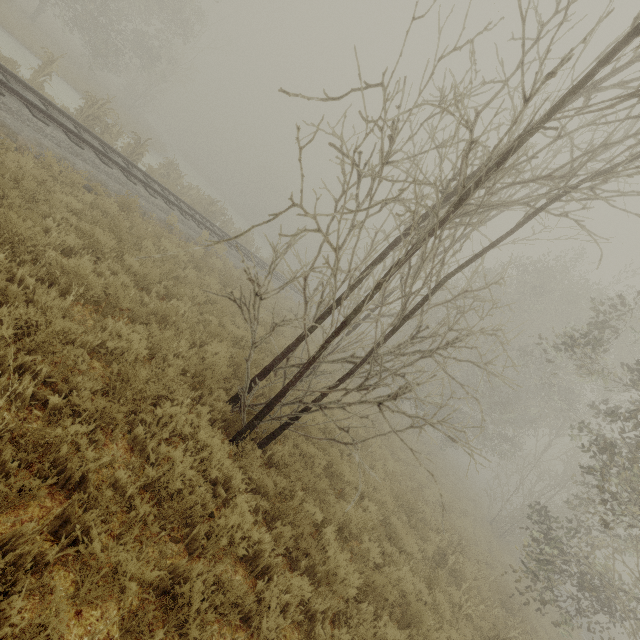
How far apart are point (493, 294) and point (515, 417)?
→ 8.31m

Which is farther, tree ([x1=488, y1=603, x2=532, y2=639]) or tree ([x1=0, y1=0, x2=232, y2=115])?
tree ([x1=0, y1=0, x2=232, y2=115])

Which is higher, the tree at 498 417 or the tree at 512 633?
the tree at 498 417

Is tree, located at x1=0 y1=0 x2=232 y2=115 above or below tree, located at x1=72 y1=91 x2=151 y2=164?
above

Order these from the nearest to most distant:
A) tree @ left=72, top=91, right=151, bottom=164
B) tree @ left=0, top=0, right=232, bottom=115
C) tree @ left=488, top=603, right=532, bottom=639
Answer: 1. tree @ left=488, top=603, right=532, bottom=639
2. tree @ left=72, top=91, right=151, bottom=164
3. tree @ left=0, top=0, right=232, bottom=115

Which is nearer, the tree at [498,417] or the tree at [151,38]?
the tree at [498,417]

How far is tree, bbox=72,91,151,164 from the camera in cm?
1307

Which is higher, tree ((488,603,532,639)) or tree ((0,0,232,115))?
tree ((0,0,232,115))
